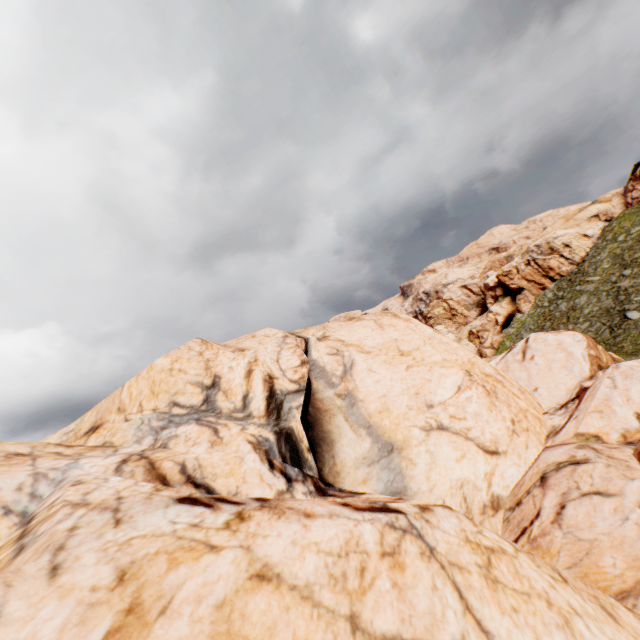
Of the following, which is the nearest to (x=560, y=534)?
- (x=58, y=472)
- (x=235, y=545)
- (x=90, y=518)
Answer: (x=235, y=545)
